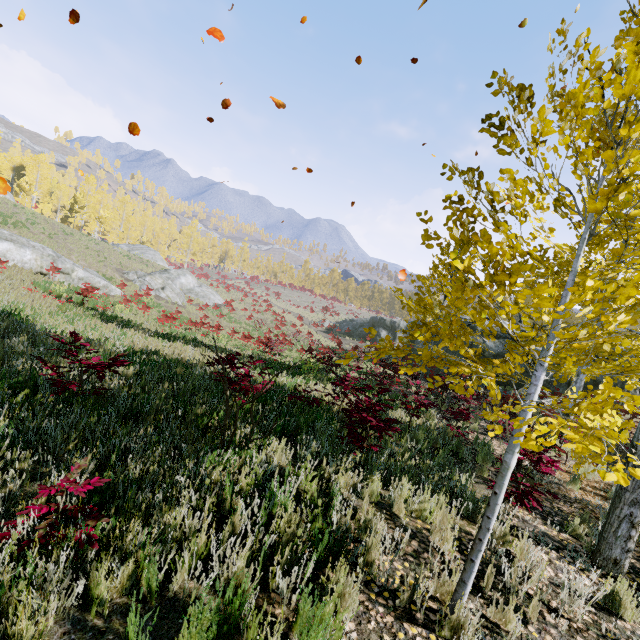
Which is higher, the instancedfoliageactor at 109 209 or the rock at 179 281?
the instancedfoliageactor at 109 209

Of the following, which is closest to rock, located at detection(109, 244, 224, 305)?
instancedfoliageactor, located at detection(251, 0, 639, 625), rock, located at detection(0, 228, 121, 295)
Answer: rock, located at detection(0, 228, 121, 295)

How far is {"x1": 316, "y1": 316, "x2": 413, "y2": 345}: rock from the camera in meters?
35.4 m

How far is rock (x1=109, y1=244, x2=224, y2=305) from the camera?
28.25m

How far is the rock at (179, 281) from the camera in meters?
28.2 m

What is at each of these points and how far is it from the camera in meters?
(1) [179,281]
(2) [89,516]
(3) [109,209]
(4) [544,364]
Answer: (1) rock, 34.2 m
(2) instancedfoliageactor, 2.4 m
(3) instancedfoliageactor, 53.1 m
(4) instancedfoliageactor, 2.5 m

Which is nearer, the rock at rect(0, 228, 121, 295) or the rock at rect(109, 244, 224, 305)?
the rock at rect(0, 228, 121, 295)

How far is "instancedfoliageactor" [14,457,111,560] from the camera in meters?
2.2
